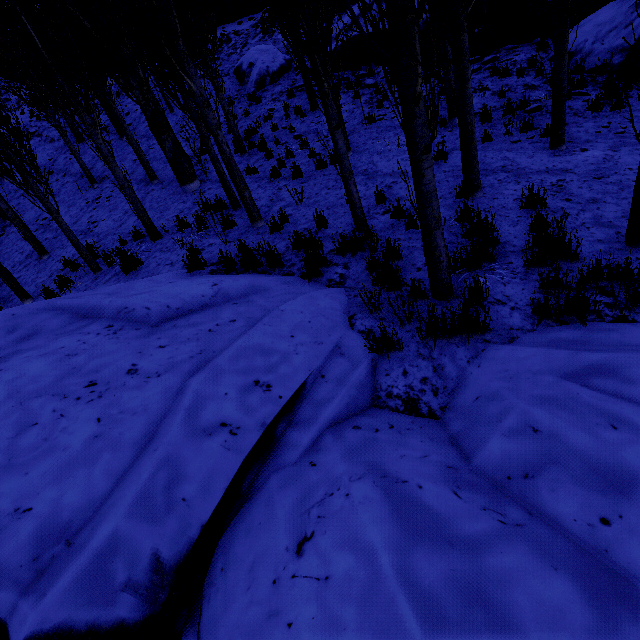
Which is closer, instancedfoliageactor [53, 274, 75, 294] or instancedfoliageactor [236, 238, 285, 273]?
instancedfoliageactor [236, 238, 285, 273]

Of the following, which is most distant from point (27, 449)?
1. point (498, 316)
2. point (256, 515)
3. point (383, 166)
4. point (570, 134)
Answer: point (570, 134)

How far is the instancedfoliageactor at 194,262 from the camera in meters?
5.5 m

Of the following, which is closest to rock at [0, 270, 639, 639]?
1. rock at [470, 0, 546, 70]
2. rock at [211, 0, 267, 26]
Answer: rock at [470, 0, 546, 70]

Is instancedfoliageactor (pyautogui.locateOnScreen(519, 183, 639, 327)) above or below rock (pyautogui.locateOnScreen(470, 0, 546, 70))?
below

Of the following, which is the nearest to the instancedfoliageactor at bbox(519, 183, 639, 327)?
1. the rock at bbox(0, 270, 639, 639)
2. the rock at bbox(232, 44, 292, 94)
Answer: the rock at bbox(0, 270, 639, 639)

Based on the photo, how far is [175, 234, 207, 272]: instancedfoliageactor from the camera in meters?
5.5 m

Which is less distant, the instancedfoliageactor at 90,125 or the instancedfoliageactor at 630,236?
the instancedfoliageactor at 630,236
